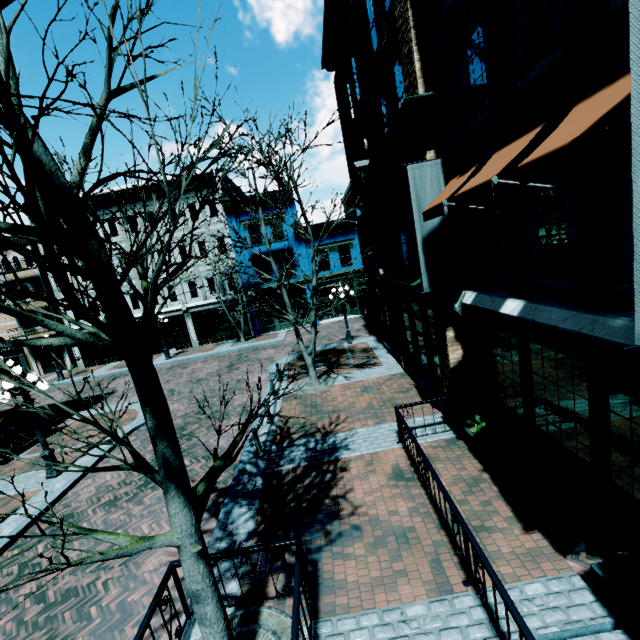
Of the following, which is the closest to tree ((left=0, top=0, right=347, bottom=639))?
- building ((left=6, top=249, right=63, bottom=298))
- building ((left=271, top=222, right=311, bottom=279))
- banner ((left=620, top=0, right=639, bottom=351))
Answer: banner ((left=620, top=0, right=639, bottom=351))

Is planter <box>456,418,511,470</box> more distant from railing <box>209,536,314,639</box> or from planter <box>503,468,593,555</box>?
railing <box>209,536,314,639</box>

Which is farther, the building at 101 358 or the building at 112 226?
the building at 101 358

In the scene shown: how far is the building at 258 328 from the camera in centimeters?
2670cm

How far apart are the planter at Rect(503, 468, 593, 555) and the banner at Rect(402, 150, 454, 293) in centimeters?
396cm

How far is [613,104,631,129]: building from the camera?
3.3m

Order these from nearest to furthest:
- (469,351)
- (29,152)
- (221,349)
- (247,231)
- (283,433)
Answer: (29,152) → (469,351) → (283,433) → (221,349) → (247,231)

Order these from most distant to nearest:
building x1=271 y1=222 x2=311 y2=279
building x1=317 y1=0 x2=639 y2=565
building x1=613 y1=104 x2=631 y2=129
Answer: building x1=271 y1=222 x2=311 y2=279
building x1=317 y1=0 x2=639 y2=565
building x1=613 y1=104 x2=631 y2=129
